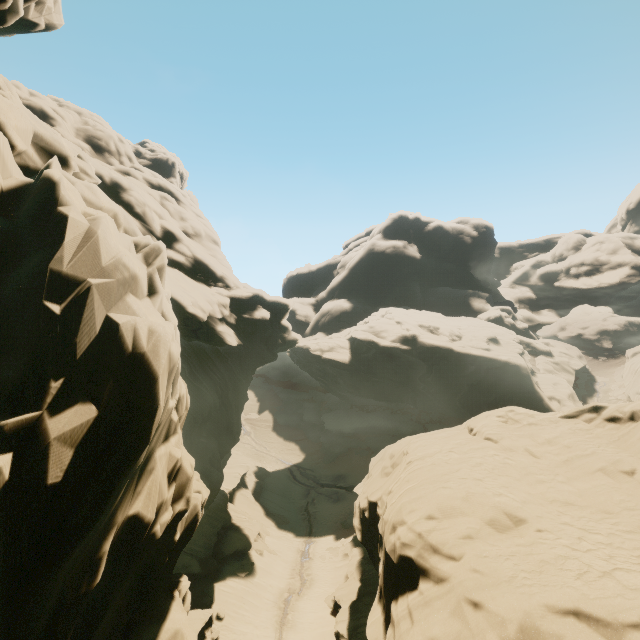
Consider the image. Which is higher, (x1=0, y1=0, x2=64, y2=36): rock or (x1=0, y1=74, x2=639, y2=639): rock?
(x1=0, y1=0, x2=64, y2=36): rock

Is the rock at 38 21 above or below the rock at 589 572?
above

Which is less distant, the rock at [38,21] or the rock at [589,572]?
the rock at [589,572]

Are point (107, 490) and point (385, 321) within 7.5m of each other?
no

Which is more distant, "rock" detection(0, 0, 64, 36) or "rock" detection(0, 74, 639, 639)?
"rock" detection(0, 0, 64, 36)
